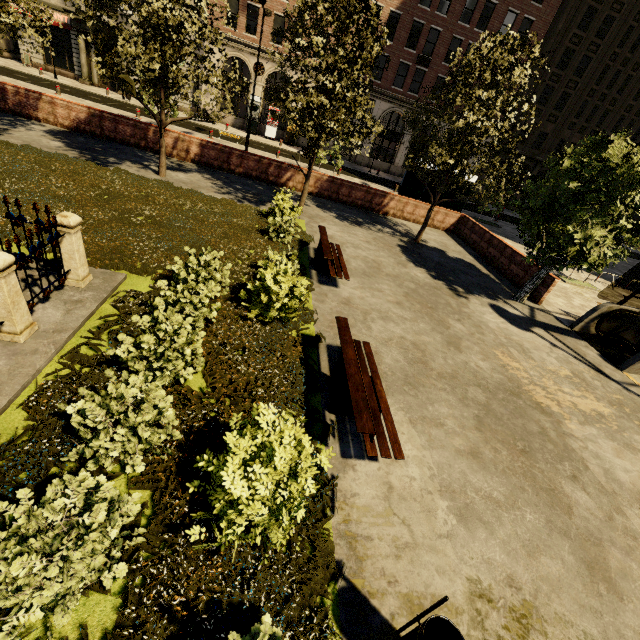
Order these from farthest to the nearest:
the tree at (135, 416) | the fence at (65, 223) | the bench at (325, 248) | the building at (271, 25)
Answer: the building at (271, 25)
the bench at (325, 248)
the fence at (65, 223)
the tree at (135, 416)

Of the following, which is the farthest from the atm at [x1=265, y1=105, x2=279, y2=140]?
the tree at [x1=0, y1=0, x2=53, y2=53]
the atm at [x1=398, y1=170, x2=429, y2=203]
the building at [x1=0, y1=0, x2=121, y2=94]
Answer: the atm at [x1=398, y1=170, x2=429, y2=203]

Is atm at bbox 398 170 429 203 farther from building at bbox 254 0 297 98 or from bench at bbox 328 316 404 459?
building at bbox 254 0 297 98

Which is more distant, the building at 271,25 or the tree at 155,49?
the building at 271,25

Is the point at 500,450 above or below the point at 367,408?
below

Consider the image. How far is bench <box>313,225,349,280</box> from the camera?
9.1m

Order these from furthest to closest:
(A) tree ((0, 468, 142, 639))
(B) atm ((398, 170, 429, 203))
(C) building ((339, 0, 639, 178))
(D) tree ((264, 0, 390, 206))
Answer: (C) building ((339, 0, 639, 178)) < (B) atm ((398, 170, 429, 203)) < (D) tree ((264, 0, 390, 206)) < (A) tree ((0, 468, 142, 639))

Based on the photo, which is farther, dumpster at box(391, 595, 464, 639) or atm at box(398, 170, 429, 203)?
atm at box(398, 170, 429, 203)
